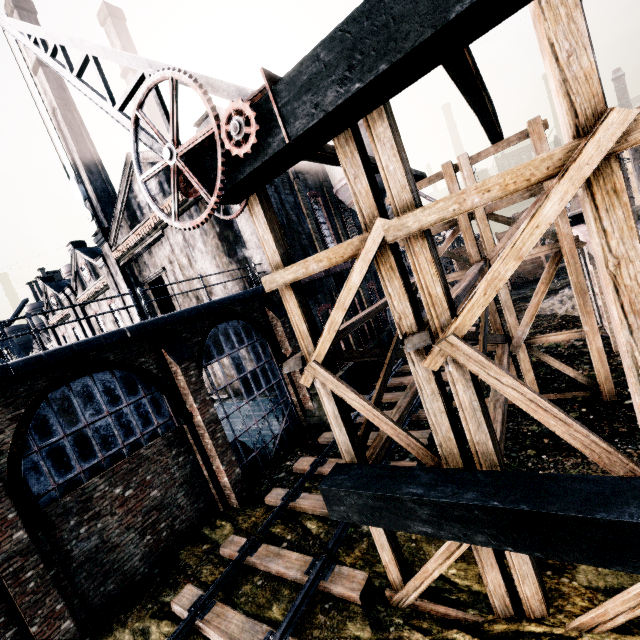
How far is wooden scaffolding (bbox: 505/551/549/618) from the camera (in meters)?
5.38

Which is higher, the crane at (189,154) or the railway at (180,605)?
the crane at (189,154)

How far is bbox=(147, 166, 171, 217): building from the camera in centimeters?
1995cm

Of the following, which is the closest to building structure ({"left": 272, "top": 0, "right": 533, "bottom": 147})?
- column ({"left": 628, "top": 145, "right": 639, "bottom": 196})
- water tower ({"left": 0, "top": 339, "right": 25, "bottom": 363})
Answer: water tower ({"left": 0, "top": 339, "right": 25, "bottom": 363})

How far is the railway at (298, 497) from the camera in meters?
10.9 m

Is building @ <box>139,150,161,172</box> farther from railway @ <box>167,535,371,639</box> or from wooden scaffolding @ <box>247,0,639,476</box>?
railway @ <box>167,535,371,639</box>

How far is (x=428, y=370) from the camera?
5.29m

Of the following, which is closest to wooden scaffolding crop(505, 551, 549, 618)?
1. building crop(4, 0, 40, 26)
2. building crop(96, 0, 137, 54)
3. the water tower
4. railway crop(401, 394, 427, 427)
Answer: railway crop(401, 394, 427, 427)
